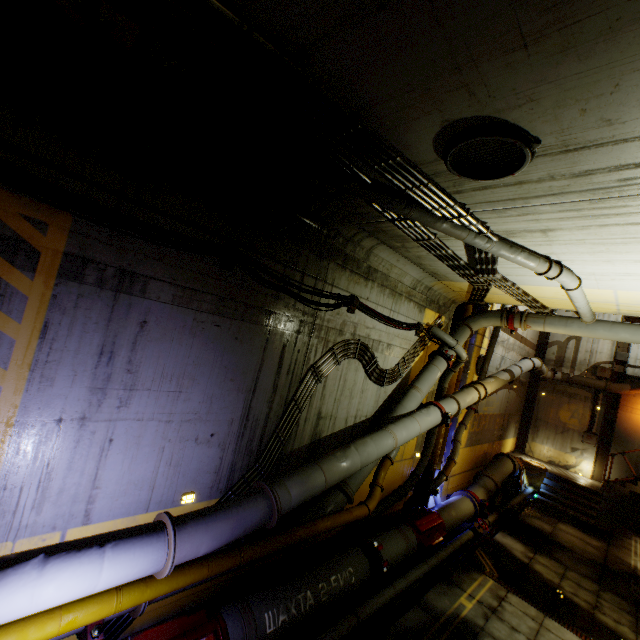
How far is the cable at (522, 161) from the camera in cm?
284

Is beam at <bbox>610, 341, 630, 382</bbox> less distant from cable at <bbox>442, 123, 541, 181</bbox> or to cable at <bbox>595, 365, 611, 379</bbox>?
cable at <bbox>595, 365, 611, 379</bbox>

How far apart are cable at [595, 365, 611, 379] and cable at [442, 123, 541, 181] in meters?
18.6 m

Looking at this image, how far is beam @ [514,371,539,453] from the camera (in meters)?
18.24

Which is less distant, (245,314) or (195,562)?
(195,562)

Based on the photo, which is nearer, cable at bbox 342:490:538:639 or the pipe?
the pipe

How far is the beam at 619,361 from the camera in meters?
16.0 m

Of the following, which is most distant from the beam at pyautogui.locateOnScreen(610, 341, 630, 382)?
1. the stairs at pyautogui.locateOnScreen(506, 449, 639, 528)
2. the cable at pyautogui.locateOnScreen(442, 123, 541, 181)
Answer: the cable at pyautogui.locateOnScreen(442, 123, 541, 181)
